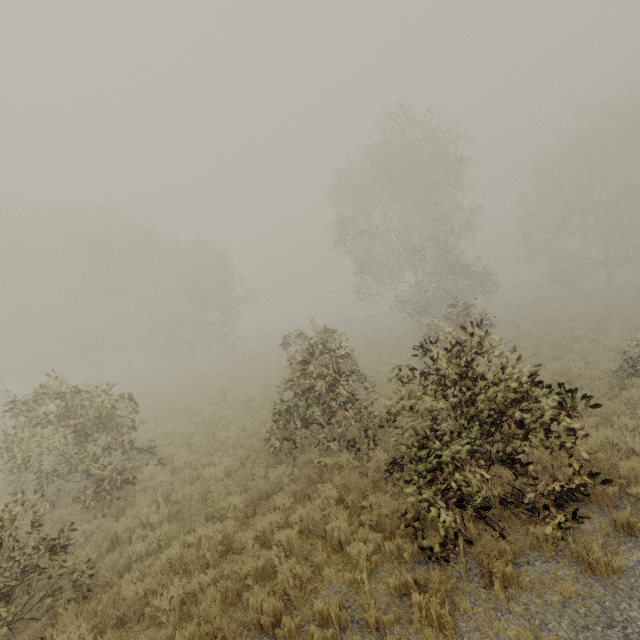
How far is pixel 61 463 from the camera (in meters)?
8.05
